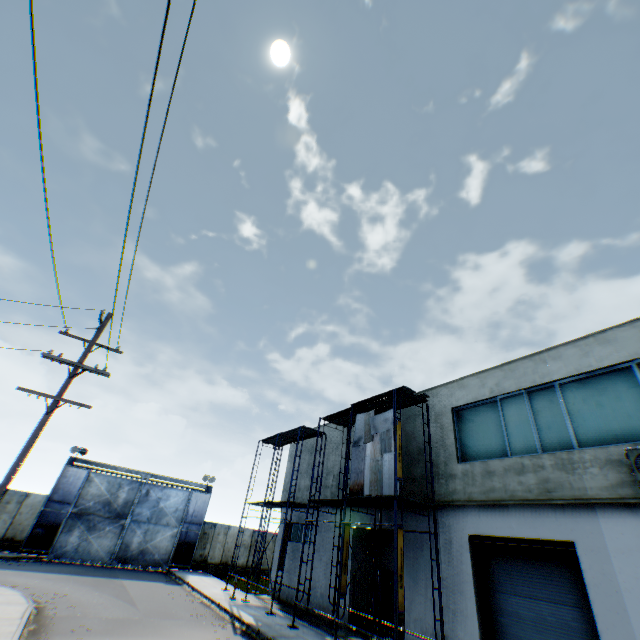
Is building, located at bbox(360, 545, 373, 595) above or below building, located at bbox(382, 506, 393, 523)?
below

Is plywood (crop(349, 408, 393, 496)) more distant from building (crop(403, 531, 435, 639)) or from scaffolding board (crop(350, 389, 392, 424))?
building (crop(403, 531, 435, 639))

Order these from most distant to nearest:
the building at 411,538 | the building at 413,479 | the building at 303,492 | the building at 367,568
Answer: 1. the building at 303,492
2. the building at 367,568
3. the building at 413,479
4. the building at 411,538

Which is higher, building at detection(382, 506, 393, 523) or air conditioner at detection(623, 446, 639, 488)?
air conditioner at detection(623, 446, 639, 488)

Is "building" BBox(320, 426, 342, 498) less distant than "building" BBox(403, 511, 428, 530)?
No

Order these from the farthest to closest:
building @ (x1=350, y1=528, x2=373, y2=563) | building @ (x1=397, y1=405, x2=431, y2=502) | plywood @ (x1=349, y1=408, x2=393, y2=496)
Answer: building @ (x1=350, y1=528, x2=373, y2=563)
building @ (x1=397, y1=405, x2=431, y2=502)
plywood @ (x1=349, y1=408, x2=393, y2=496)

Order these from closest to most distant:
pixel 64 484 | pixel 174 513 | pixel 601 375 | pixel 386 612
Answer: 1. pixel 601 375
2. pixel 386 612
3. pixel 64 484
4. pixel 174 513

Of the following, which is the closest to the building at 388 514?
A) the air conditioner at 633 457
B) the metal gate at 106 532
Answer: the air conditioner at 633 457
